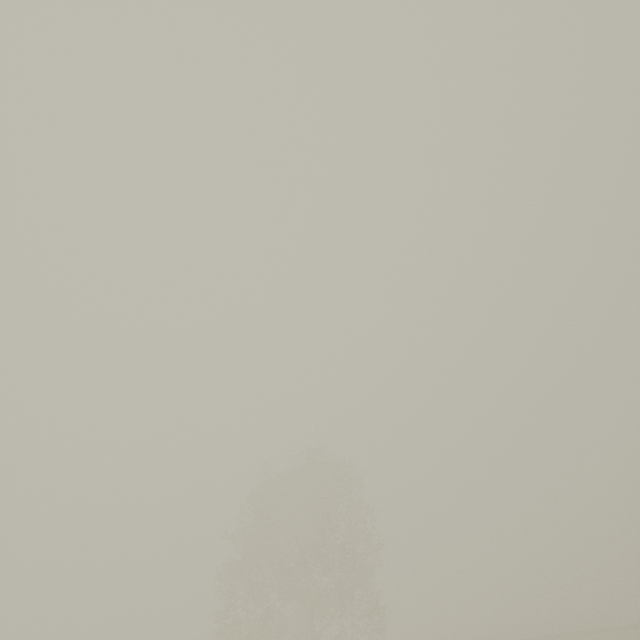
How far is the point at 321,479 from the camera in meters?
31.5 m
